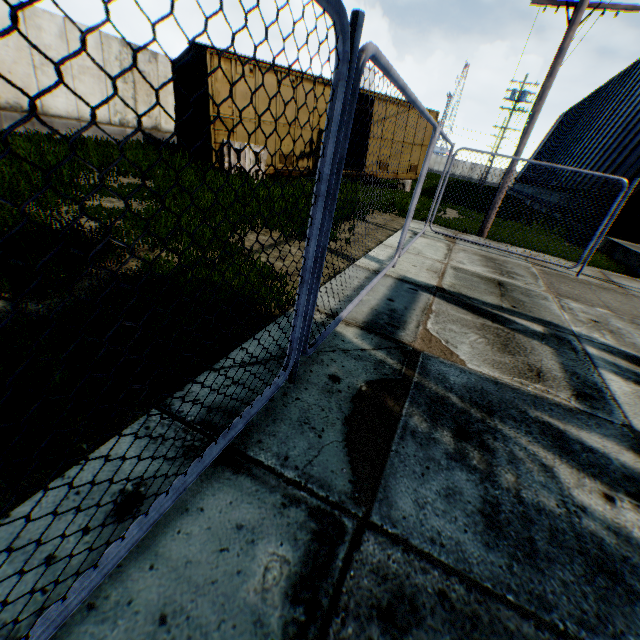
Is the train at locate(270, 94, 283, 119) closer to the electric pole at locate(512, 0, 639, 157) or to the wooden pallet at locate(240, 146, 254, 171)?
the wooden pallet at locate(240, 146, 254, 171)

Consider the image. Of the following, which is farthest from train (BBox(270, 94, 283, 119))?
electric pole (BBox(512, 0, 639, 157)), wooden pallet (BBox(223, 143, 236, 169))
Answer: electric pole (BBox(512, 0, 639, 157))

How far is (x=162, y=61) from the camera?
14.0m

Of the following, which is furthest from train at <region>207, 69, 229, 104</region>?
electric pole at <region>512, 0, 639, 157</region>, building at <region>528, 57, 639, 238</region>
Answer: building at <region>528, 57, 639, 238</region>

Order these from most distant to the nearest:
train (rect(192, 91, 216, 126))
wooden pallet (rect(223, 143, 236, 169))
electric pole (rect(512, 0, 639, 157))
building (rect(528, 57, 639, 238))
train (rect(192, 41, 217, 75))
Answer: building (rect(528, 57, 639, 238)) → wooden pallet (rect(223, 143, 236, 169)) → train (rect(192, 91, 216, 126)) → train (rect(192, 41, 217, 75)) → electric pole (rect(512, 0, 639, 157))

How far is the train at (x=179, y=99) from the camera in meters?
11.7 m

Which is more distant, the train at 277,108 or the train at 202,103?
the train at 277,108

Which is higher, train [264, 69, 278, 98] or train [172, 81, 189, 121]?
train [264, 69, 278, 98]
